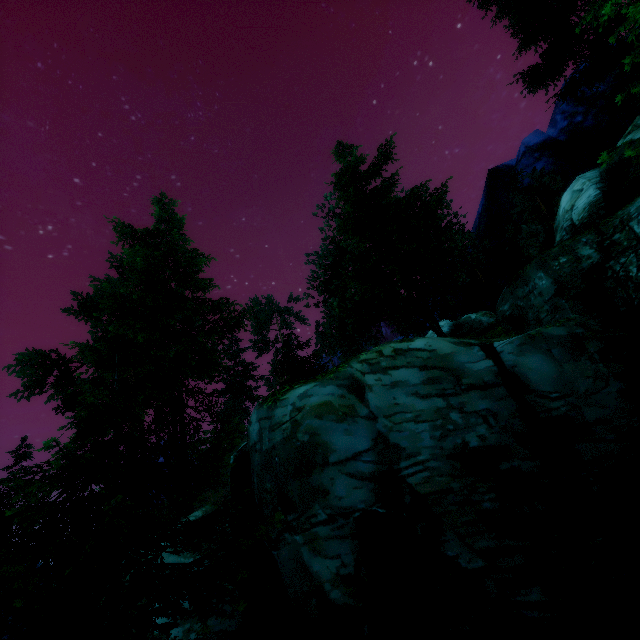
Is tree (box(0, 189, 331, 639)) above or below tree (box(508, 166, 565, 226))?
below

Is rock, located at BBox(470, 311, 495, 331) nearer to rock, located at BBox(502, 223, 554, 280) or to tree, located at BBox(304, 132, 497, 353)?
tree, located at BBox(304, 132, 497, 353)

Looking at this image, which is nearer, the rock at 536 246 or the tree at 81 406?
the tree at 81 406

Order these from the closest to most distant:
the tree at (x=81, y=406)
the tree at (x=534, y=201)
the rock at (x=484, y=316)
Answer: the tree at (x=81, y=406), the rock at (x=484, y=316), the tree at (x=534, y=201)

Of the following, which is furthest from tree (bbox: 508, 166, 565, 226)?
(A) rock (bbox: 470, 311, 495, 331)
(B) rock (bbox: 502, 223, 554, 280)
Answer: (B) rock (bbox: 502, 223, 554, 280)

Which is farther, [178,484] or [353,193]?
[353,193]

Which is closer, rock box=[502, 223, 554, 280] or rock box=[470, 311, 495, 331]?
rock box=[502, 223, 554, 280]
